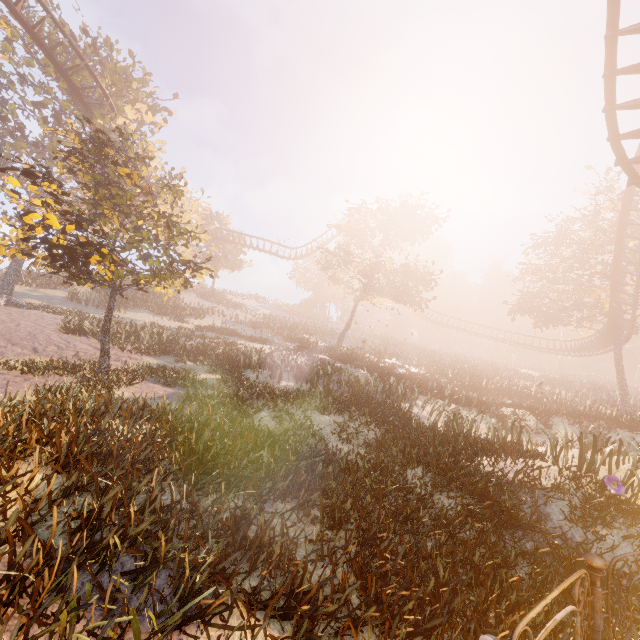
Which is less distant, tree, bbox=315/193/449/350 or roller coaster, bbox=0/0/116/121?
roller coaster, bbox=0/0/116/121

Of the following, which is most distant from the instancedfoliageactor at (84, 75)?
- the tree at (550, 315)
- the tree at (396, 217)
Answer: the tree at (550, 315)

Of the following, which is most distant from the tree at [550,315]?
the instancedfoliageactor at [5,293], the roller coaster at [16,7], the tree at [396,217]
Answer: the instancedfoliageactor at [5,293]

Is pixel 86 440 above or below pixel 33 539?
above

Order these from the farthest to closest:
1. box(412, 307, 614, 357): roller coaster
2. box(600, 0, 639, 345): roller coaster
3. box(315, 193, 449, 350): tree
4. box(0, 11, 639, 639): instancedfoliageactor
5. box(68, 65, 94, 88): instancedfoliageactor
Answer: box(412, 307, 614, 357): roller coaster → box(315, 193, 449, 350): tree → box(68, 65, 94, 88): instancedfoliageactor → box(600, 0, 639, 345): roller coaster → box(0, 11, 639, 639): instancedfoliageactor

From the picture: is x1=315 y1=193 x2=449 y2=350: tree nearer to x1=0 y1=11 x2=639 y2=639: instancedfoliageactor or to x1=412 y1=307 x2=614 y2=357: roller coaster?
x1=412 y1=307 x2=614 y2=357: roller coaster

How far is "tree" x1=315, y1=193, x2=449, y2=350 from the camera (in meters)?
27.08
